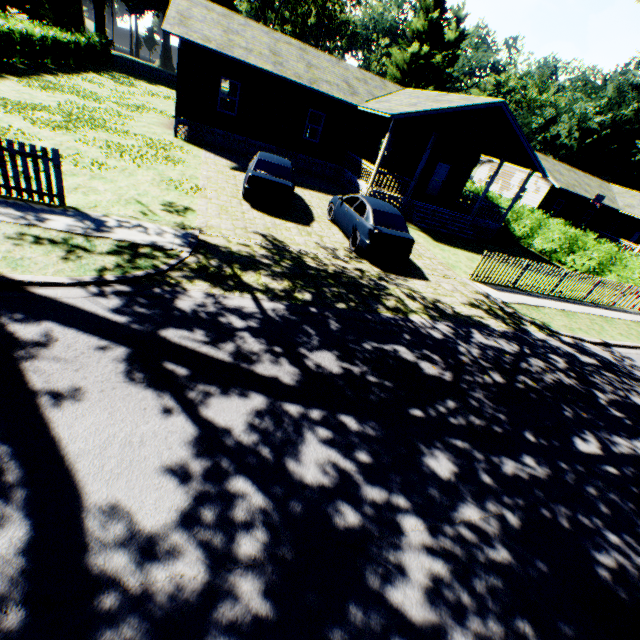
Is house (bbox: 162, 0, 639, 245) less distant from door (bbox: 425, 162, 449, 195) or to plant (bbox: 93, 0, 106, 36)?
door (bbox: 425, 162, 449, 195)

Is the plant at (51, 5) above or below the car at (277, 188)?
above

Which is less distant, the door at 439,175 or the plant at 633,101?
the door at 439,175

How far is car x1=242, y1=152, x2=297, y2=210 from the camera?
11.62m

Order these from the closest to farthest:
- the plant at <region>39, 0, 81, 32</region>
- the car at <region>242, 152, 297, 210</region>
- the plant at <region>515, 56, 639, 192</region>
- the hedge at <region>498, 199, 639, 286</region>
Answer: the car at <region>242, 152, 297, 210</region> < the hedge at <region>498, 199, 639, 286</region> < the plant at <region>39, 0, 81, 32</region> < the plant at <region>515, 56, 639, 192</region>

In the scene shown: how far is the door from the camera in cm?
2311

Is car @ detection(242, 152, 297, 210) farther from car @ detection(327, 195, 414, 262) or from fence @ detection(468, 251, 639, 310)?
fence @ detection(468, 251, 639, 310)

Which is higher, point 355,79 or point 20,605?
point 355,79
